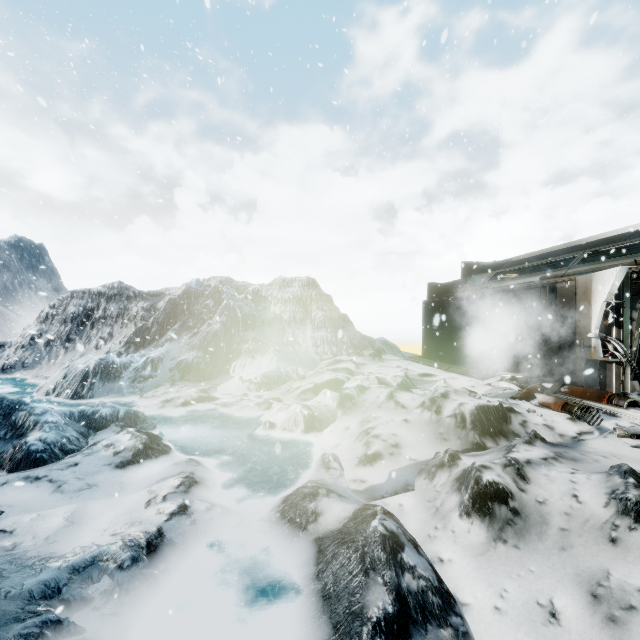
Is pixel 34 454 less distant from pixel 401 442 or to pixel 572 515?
pixel 401 442

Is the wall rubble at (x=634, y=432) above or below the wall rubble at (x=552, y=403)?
below

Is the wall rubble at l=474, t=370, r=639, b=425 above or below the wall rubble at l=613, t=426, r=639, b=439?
above

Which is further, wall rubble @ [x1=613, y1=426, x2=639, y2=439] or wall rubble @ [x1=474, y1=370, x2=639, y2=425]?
wall rubble @ [x1=474, y1=370, x2=639, y2=425]

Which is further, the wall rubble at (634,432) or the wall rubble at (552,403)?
the wall rubble at (552,403)
